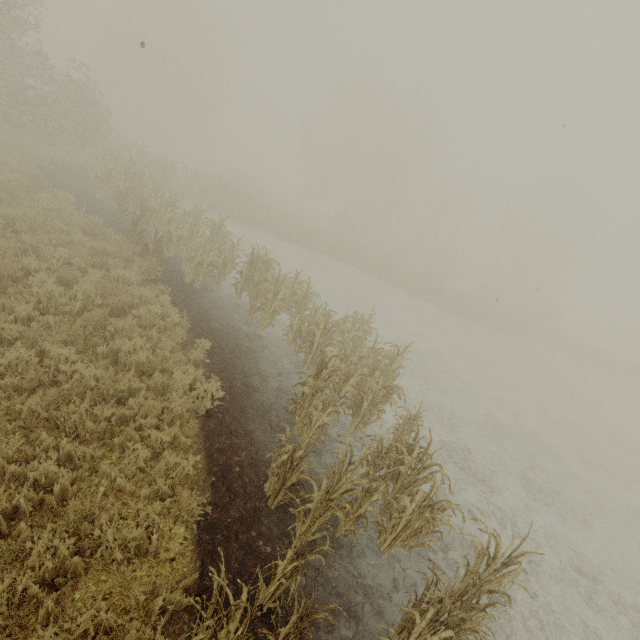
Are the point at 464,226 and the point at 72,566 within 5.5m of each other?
no
